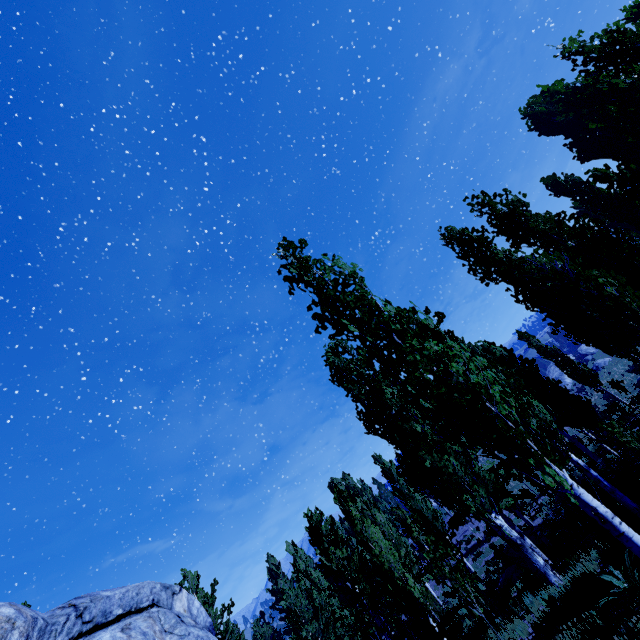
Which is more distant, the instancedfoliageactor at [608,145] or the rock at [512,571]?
the rock at [512,571]

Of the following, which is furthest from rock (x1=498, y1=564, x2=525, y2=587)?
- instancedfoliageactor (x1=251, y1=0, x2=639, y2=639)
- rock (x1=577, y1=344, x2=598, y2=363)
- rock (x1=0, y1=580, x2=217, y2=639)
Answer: rock (x1=577, y1=344, x2=598, y2=363)

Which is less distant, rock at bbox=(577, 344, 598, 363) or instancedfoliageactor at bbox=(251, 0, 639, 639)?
instancedfoliageactor at bbox=(251, 0, 639, 639)

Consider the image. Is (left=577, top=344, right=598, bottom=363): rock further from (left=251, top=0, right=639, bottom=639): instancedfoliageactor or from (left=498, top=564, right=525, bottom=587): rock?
(left=498, top=564, right=525, bottom=587): rock

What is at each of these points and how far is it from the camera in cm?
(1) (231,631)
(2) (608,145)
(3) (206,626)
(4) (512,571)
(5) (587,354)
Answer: (1) instancedfoliageactor, 1938
(2) instancedfoliageactor, 1969
(3) rock, 422
(4) rock, 1661
(5) rock, 5488

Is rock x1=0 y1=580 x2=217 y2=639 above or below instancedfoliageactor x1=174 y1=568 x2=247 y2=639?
below

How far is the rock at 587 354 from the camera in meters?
53.1

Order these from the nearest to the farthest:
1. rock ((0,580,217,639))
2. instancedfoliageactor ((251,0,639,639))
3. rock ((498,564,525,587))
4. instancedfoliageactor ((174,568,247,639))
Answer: rock ((0,580,217,639))
instancedfoliageactor ((251,0,639,639))
rock ((498,564,525,587))
instancedfoliageactor ((174,568,247,639))
